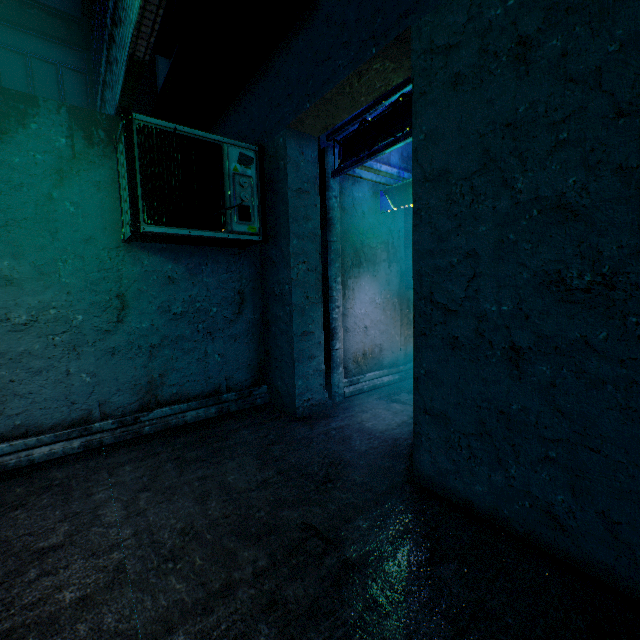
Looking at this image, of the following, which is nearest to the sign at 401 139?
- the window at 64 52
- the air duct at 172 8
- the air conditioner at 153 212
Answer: the air conditioner at 153 212

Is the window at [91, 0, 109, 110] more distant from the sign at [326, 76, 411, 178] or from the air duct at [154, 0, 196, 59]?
the sign at [326, 76, 411, 178]

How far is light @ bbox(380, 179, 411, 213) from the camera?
4.0 meters

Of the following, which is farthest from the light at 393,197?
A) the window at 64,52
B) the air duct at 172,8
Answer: the window at 64,52

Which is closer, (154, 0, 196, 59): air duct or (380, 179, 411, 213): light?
(154, 0, 196, 59): air duct

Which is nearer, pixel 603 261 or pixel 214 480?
pixel 603 261

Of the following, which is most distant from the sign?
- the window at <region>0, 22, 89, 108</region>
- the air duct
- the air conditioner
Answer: the window at <region>0, 22, 89, 108</region>

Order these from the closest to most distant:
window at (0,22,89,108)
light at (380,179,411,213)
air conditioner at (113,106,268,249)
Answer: air conditioner at (113,106,268,249), light at (380,179,411,213), window at (0,22,89,108)
